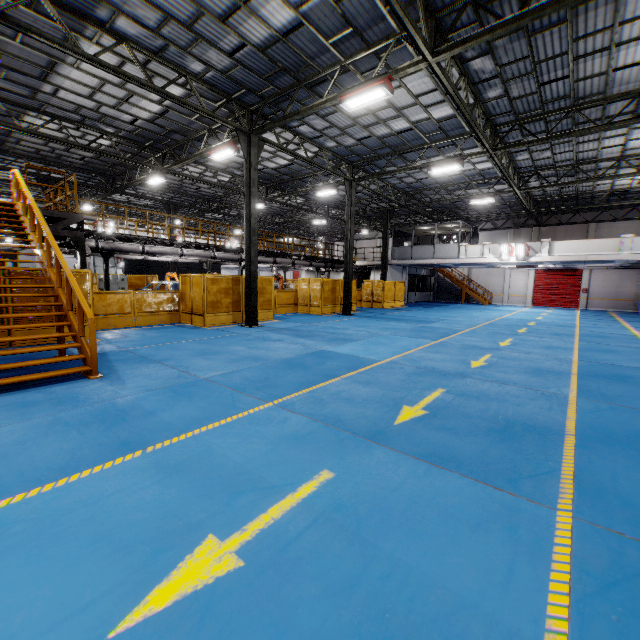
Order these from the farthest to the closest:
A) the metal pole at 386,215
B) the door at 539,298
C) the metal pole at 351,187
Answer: the door at 539,298
the metal pole at 386,215
the metal pole at 351,187

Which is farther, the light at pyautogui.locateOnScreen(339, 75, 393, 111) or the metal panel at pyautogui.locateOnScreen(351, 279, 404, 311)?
the metal panel at pyautogui.locateOnScreen(351, 279, 404, 311)

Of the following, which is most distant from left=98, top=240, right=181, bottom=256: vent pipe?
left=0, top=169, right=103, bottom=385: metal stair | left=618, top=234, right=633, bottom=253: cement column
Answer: left=618, top=234, right=633, bottom=253: cement column

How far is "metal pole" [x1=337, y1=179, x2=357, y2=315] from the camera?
19.12m

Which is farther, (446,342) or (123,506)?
(446,342)

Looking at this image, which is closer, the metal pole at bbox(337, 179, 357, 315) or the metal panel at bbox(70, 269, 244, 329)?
the metal panel at bbox(70, 269, 244, 329)

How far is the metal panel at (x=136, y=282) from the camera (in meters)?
12.39

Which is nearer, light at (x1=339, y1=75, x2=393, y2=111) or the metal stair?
the metal stair
